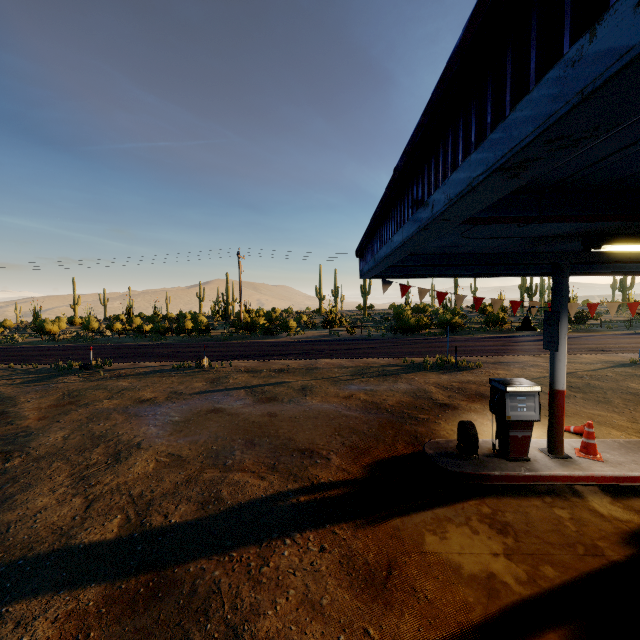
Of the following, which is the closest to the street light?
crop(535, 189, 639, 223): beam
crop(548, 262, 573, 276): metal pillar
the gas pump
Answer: crop(548, 262, 573, 276): metal pillar

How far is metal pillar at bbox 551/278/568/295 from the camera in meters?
6.3 m

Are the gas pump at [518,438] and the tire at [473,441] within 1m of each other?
yes

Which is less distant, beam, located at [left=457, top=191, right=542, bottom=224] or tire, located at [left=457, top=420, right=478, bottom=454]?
beam, located at [left=457, top=191, right=542, bottom=224]

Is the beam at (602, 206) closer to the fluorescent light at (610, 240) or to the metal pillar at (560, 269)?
the fluorescent light at (610, 240)

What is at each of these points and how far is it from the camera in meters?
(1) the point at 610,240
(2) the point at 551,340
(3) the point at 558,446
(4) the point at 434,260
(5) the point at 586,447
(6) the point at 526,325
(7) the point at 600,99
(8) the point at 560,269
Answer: (1) fluorescent light, 4.5 m
(2) sign, 6.4 m
(3) metal pillar, 6.5 m
(4) beam, 6.3 m
(5) traffic cone, 6.4 m
(6) street light, 7.4 m
(7) roof trim, 1.0 m
(8) metal pillar, 6.3 m

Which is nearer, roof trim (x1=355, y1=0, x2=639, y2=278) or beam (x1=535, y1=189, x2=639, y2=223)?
roof trim (x1=355, y1=0, x2=639, y2=278)
